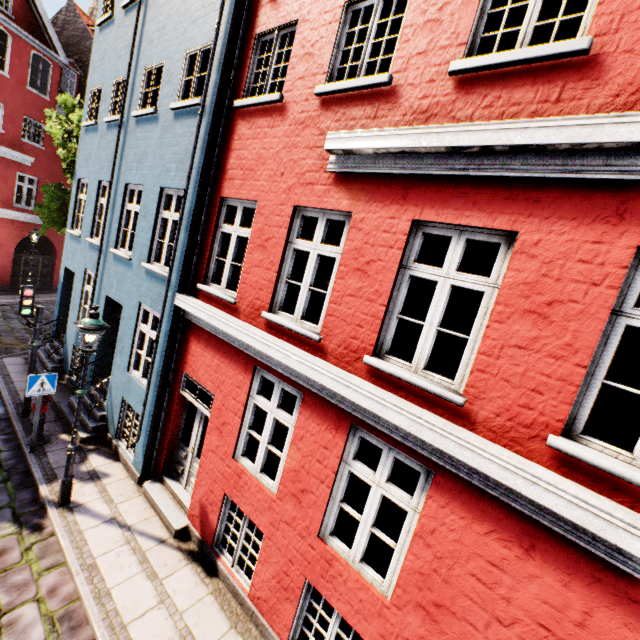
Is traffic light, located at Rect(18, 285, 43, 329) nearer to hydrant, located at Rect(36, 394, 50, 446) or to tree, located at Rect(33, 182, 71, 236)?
hydrant, located at Rect(36, 394, 50, 446)

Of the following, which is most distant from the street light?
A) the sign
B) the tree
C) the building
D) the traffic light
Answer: the tree

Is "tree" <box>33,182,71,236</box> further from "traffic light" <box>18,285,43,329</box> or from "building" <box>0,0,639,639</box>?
"traffic light" <box>18,285,43,329</box>

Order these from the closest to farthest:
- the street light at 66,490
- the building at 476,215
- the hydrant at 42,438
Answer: the building at 476,215, the street light at 66,490, the hydrant at 42,438

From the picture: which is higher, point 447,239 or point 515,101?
point 447,239

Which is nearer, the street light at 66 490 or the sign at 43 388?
the street light at 66 490

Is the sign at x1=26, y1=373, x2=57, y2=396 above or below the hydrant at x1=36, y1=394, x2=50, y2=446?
above

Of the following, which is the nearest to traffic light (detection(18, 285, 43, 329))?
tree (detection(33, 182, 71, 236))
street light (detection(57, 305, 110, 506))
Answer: street light (detection(57, 305, 110, 506))
